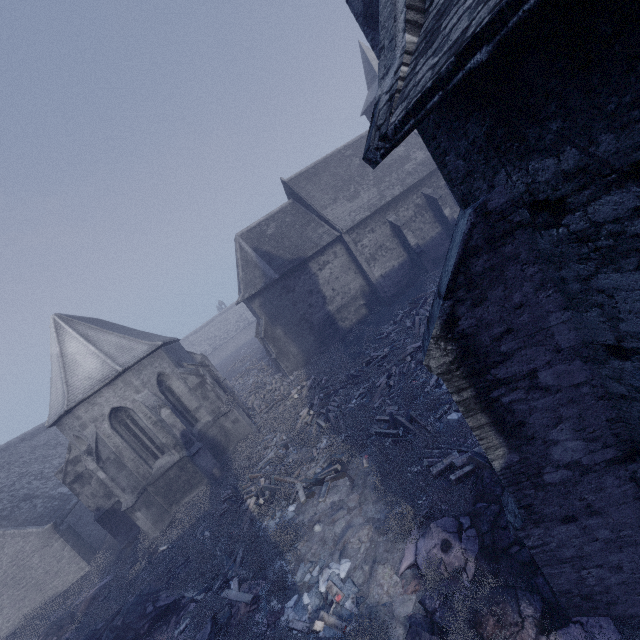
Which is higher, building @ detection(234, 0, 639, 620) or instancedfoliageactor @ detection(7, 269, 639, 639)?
building @ detection(234, 0, 639, 620)

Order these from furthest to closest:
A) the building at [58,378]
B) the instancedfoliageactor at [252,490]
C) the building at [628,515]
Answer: the building at [58,378]
the instancedfoliageactor at [252,490]
the building at [628,515]

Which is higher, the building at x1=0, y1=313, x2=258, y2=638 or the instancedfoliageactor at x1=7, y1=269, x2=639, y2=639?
the building at x1=0, y1=313, x2=258, y2=638

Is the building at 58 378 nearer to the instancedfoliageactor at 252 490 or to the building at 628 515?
the instancedfoliageactor at 252 490

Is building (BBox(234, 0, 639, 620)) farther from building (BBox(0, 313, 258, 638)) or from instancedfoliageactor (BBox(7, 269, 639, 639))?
building (BBox(0, 313, 258, 638))

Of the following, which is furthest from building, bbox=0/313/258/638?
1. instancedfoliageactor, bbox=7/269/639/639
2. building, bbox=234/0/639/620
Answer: building, bbox=234/0/639/620

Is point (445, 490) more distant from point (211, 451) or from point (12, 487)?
point (12, 487)
